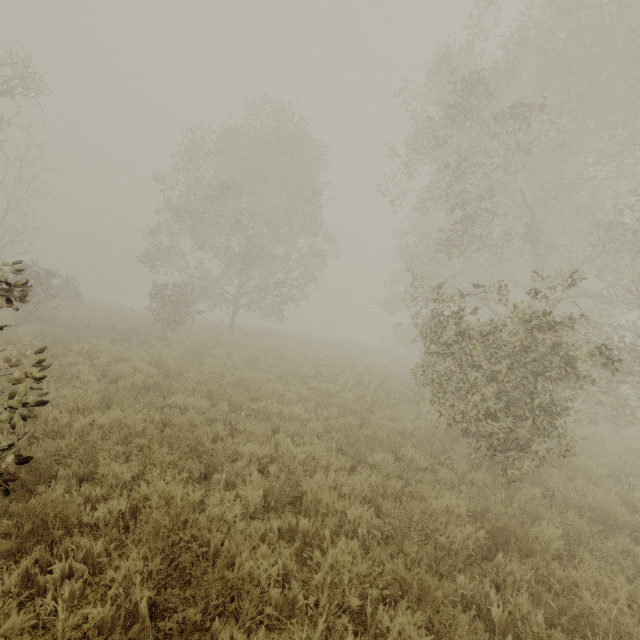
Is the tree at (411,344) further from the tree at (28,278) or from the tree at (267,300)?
the tree at (28,278)

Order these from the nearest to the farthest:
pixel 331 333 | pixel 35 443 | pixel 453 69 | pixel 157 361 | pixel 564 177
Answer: pixel 35 443, pixel 453 69, pixel 157 361, pixel 564 177, pixel 331 333

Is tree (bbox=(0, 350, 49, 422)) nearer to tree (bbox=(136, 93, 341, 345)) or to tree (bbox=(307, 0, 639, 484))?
tree (bbox=(136, 93, 341, 345))

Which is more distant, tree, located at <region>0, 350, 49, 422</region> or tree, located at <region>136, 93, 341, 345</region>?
tree, located at <region>136, 93, 341, 345</region>

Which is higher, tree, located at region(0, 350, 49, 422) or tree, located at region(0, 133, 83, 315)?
tree, located at region(0, 133, 83, 315)

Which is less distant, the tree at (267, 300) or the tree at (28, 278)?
the tree at (28, 278)
